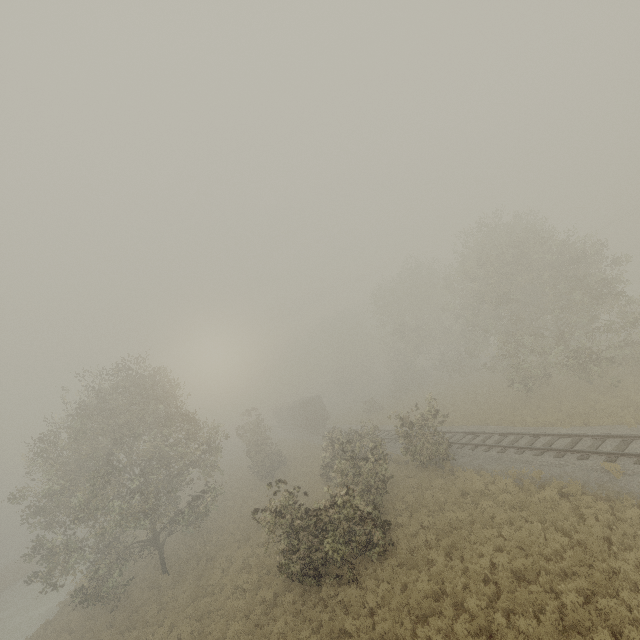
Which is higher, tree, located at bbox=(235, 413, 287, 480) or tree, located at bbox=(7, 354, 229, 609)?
tree, located at bbox=(7, 354, 229, 609)

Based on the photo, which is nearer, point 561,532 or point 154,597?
point 561,532

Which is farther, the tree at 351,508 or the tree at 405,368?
the tree at 405,368

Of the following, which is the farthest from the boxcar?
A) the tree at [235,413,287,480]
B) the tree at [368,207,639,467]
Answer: the tree at [368,207,639,467]

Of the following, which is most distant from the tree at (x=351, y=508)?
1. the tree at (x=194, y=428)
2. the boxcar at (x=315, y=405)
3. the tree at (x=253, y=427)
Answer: the boxcar at (x=315, y=405)

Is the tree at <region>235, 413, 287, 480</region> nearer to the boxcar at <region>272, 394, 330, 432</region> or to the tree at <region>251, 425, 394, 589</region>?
the tree at <region>251, 425, 394, 589</region>

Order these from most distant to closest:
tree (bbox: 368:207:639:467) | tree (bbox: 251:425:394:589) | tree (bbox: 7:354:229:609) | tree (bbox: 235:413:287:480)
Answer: tree (bbox: 235:413:287:480), tree (bbox: 368:207:639:467), tree (bbox: 7:354:229:609), tree (bbox: 251:425:394:589)
